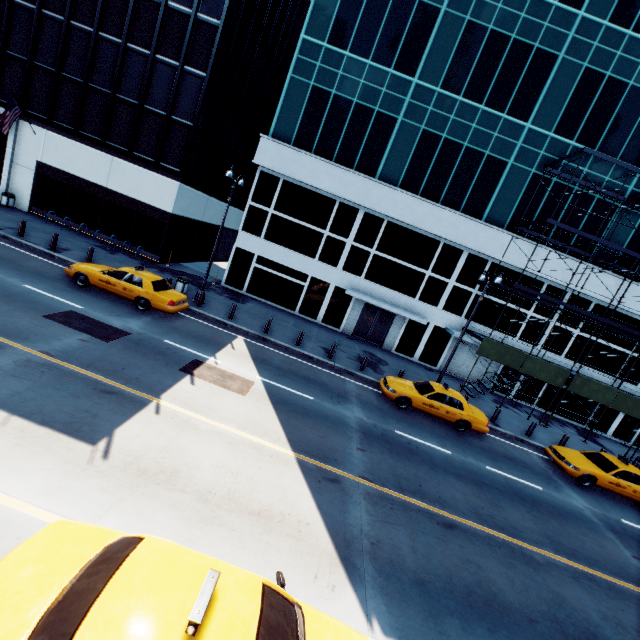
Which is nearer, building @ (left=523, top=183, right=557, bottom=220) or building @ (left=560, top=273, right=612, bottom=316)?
building @ (left=523, top=183, right=557, bottom=220)

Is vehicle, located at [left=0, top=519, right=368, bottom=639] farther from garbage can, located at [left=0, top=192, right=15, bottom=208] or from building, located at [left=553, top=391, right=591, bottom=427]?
garbage can, located at [left=0, top=192, right=15, bottom=208]

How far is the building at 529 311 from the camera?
23.25m

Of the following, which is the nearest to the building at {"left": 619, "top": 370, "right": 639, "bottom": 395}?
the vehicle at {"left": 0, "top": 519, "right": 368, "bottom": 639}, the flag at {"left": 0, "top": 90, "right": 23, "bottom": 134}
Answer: the flag at {"left": 0, "top": 90, "right": 23, "bottom": 134}

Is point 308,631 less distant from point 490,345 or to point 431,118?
point 490,345

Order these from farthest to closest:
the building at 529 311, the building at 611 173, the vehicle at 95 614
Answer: the building at 529 311
the building at 611 173
the vehicle at 95 614

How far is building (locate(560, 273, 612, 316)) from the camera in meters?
22.3

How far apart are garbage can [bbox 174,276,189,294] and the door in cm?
1201
